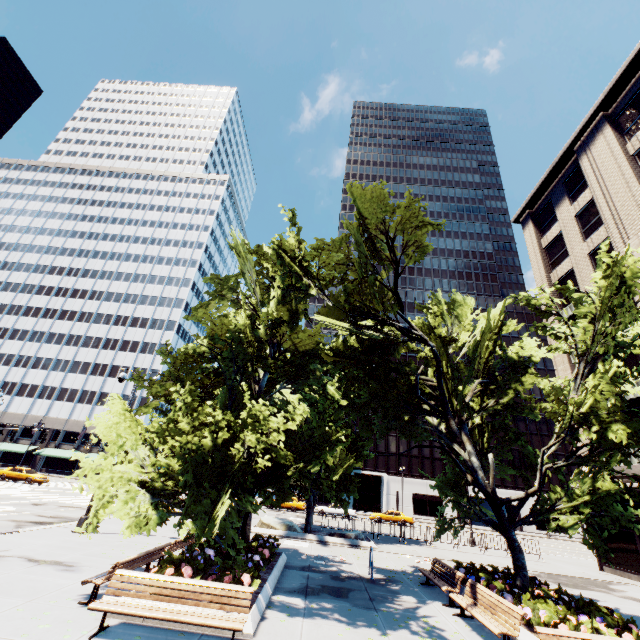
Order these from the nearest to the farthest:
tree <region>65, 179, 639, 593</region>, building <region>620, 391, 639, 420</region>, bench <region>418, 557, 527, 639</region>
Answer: bench <region>418, 557, 527, 639</region>, tree <region>65, 179, 639, 593</region>, building <region>620, 391, 639, 420</region>

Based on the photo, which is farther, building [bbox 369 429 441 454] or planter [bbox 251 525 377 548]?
building [bbox 369 429 441 454]

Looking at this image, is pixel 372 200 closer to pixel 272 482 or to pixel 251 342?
pixel 251 342

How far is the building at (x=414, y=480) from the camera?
53.66m

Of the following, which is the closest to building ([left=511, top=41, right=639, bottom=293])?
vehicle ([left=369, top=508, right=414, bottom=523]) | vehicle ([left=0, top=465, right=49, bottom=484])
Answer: vehicle ([left=369, top=508, right=414, bottom=523])

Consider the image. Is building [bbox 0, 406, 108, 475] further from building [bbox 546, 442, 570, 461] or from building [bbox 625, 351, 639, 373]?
building [bbox 625, 351, 639, 373]

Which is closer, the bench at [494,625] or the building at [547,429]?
the bench at [494,625]

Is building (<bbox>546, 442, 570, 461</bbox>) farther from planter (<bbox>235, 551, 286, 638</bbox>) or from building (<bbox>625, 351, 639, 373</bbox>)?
planter (<bbox>235, 551, 286, 638</bbox>)
